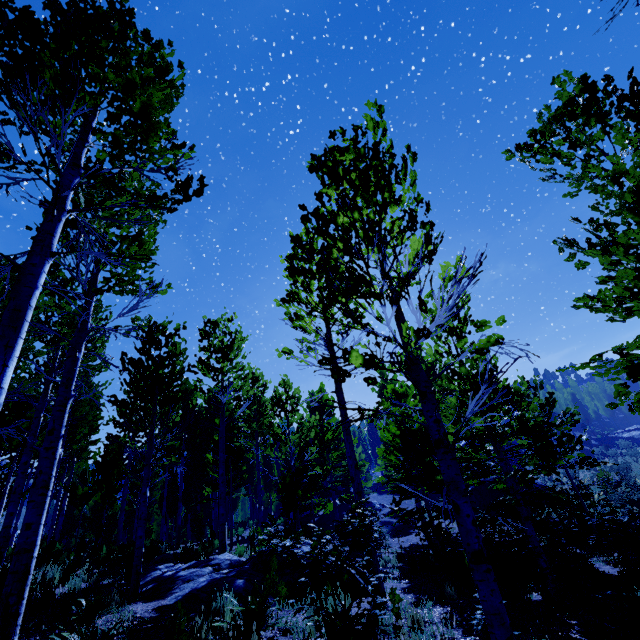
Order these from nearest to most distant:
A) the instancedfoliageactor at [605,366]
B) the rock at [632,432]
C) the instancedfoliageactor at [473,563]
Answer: the instancedfoliageactor at [473,563] → the instancedfoliageactor at [605,366] → the rock at [632,432]

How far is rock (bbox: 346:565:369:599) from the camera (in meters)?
6.89

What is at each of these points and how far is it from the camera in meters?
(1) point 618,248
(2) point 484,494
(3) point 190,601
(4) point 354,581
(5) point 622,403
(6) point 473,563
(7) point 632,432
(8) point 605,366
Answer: (1) instancedfoliageactor, 5.4
(2) rock, 22.7
(3) rock, 6.5
(4) rock, 7.1
(5) instancedfoliageactor, 4.8
(6) instancedfoliageactor, 2.3
(7) rock, 49.0
(8) instancedfoliageactor, 4.7

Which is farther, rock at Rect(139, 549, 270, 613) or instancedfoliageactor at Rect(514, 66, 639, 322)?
rock at Rect(139, 549, 270, 613)

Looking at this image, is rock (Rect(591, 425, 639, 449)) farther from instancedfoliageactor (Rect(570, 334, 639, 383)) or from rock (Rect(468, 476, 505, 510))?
rock (Rect(468, 476, 505, 510))

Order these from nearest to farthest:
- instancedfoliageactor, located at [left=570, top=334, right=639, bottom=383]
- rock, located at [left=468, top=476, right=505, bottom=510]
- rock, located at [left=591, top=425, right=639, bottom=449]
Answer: instancedfoliageactor, located at [left=570, top=334, right=639, bottom=383]
rock, located at [left=468, top=476, right=505, bottom=510]
rock, located at [left=591, top=425, right=639, bottom=449]

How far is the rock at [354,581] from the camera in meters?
6.9 m
